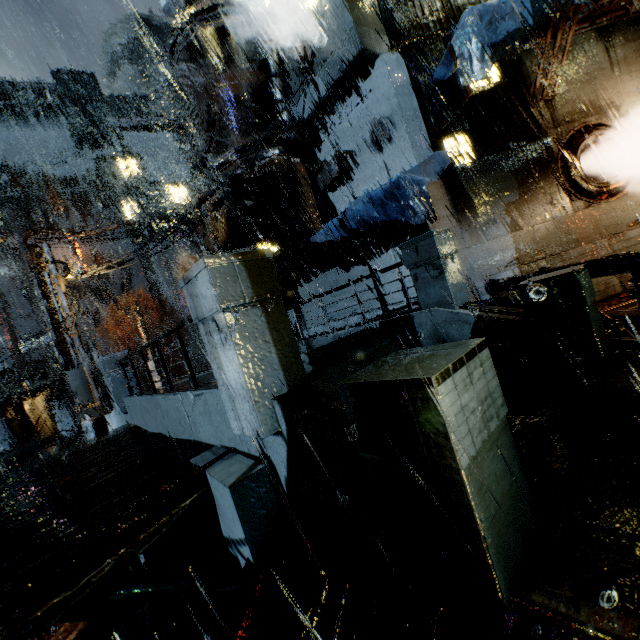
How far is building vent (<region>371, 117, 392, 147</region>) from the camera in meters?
11.2 m

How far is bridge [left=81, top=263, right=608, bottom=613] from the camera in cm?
203

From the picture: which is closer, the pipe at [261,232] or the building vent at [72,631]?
the building vent at [72,631]

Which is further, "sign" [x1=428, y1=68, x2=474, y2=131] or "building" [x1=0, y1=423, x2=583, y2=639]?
"sign" [x1=428, y1=68, x2=474, y2=131]

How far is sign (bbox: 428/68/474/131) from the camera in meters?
8.4

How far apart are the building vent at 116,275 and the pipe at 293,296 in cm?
4741

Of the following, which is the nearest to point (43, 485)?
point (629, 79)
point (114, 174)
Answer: point (629, 79)

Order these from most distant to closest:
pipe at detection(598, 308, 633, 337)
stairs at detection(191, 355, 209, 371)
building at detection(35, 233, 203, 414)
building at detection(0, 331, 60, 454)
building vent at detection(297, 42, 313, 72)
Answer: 1. stairs at detection(191, 355, 209, 371)
2. building at detection(0, 331, 60, 454)
3. building at detection(35, 233, 203, 414)
4. building vent at detection(297, 42, 313, 72)
5. pipe at detection(598, 308, 633, 337)
